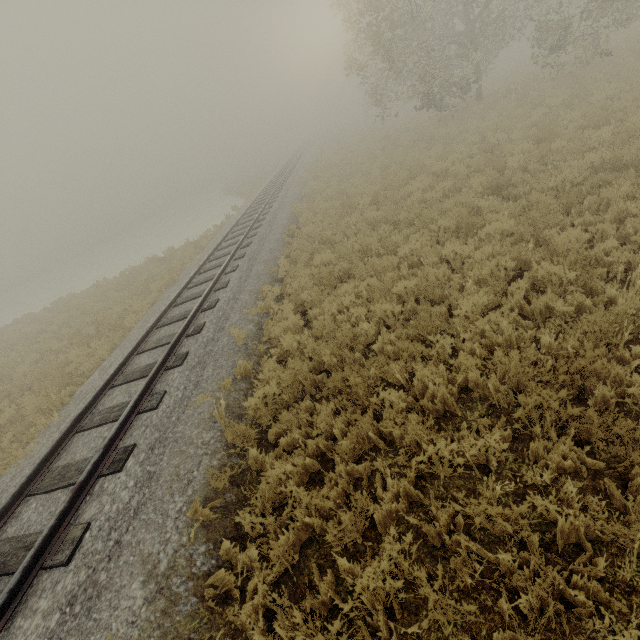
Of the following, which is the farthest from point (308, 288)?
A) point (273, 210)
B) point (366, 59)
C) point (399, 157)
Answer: point (366, 59)
